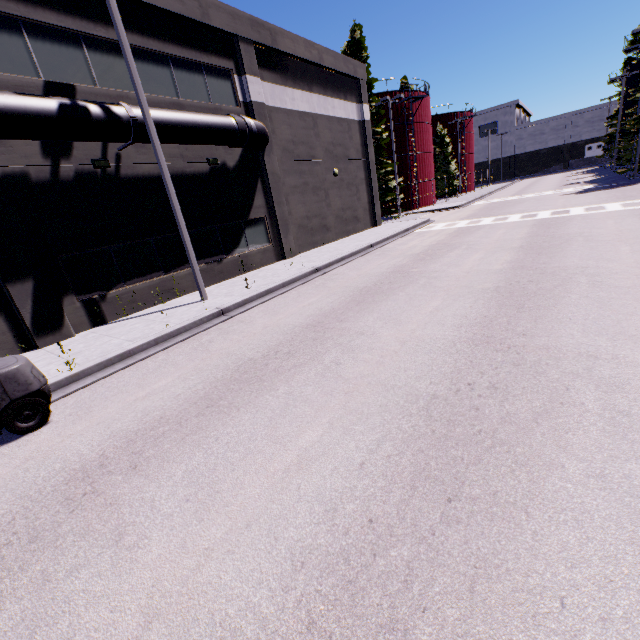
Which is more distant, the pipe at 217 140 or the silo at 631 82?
the silo at 631 82

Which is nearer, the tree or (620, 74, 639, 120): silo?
the tree

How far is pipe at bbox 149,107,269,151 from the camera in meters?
10.7 m

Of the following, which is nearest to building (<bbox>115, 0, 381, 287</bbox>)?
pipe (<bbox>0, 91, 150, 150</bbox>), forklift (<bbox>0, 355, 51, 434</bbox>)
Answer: pipe (<bbox>0, 91, 150, 150</bbox>)

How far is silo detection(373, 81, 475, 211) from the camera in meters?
34.4 m

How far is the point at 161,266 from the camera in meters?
12.3 m

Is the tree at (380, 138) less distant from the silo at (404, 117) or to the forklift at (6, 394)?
the silo at (404, 117)

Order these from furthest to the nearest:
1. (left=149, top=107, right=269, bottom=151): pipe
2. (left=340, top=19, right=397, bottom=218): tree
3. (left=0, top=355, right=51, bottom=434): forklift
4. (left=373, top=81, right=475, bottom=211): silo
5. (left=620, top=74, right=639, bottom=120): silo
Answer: (left=620, top=74, right=639, bottom=120): silo < (left=373, top=81, right=475, bottom=211): silo < (left=340, top=19, right=397, bottom=218): tree < (left=149, top=107, right=269, bottom=151): pipe < (left=0, top=355, right=51, bottom=434): forklift
